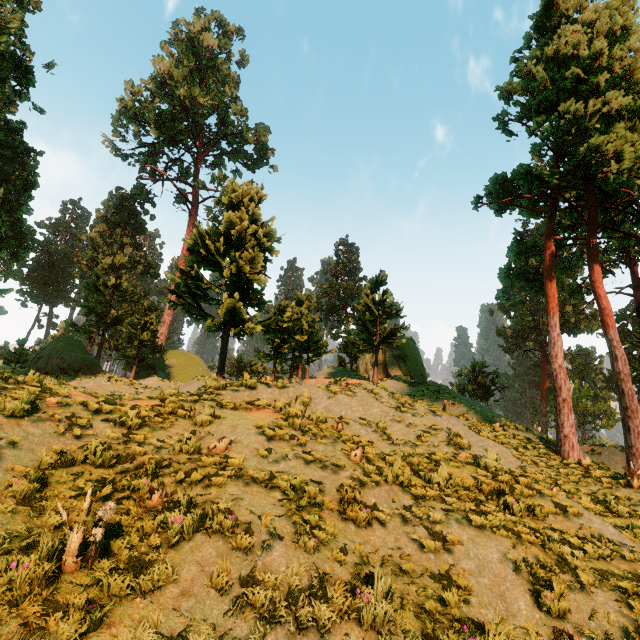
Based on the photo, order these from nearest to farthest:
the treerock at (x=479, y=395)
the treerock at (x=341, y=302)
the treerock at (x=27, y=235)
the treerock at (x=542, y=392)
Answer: the treerock at (x=542, y=392), the treerock at (x=341, y=302), the treerock at (x=27, y=235), the treerock at (x=479, y=395)

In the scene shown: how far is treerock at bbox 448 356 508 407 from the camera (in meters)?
37.06

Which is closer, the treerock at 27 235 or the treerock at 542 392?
the treerock at 542 392

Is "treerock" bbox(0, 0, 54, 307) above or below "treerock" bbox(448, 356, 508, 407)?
above

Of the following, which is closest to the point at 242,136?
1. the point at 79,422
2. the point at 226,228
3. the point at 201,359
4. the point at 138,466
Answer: the point at 201,359

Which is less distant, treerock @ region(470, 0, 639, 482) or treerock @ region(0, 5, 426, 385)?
treerock @ region(470, 0, 639, 482)

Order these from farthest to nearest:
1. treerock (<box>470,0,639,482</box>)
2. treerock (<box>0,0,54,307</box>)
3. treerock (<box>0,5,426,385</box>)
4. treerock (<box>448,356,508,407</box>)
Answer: treerock (<box>448,356,508,407</box>), treerock (<box>0,0,54,307</box>), treerock (<box>0,5,426,385</box>), treerock (<box>470,0,639,482</box>)
